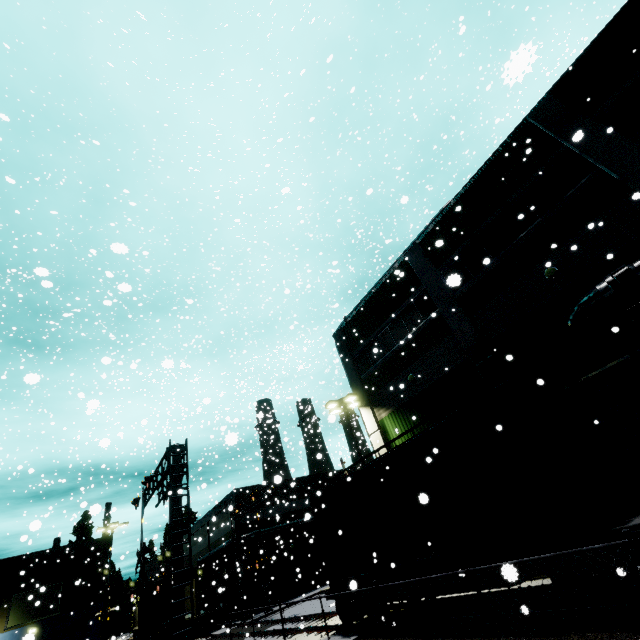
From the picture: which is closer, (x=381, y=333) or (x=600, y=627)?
(x=600, y=627)

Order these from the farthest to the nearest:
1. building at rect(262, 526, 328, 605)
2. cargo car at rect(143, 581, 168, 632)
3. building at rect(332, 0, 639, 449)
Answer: cargo car at rect(143, 581, 168, 632)
building at rect(262, 526, 328, 605)
building at rect(332, 0, 639, 449)

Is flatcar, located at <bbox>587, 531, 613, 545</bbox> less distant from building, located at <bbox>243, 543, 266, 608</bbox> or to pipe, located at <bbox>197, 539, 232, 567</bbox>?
→ building, located at <bbox>243, 543, 266, 608</bbox>

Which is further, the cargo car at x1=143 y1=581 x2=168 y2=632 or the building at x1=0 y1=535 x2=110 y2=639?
the cargo car at x1=143 y1=581 x2=168 y2=632

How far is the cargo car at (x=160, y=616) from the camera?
36.62m

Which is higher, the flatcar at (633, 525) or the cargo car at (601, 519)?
the cargo car at (601, 519)

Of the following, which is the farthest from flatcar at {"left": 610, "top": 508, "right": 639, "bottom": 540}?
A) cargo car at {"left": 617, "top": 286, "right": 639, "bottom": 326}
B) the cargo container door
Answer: the cargo container door

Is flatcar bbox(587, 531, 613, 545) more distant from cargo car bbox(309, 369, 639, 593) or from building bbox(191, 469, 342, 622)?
building bbox(191, 469, 342, 622)
